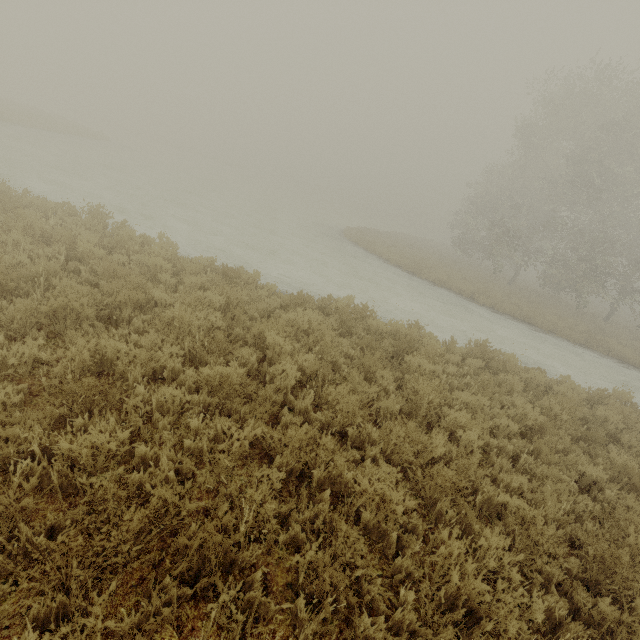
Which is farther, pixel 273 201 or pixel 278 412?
pixel 273 201
